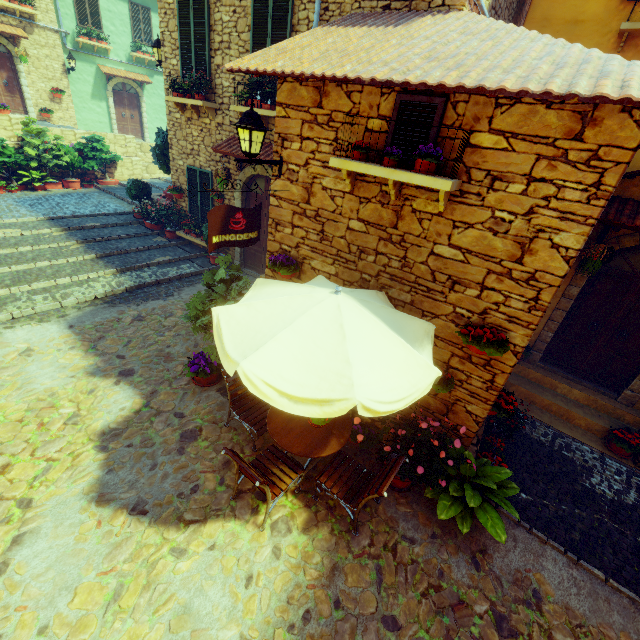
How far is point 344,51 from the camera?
4.2 meters

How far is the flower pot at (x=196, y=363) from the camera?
5.77m

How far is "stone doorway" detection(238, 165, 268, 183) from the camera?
8.29m

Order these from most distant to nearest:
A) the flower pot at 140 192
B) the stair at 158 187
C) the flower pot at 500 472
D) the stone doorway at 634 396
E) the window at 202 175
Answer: the stair at 158 187 < the flower pot at 140 192 < the window at 202 175 < the stone doorway at 634 396 < the flower pot at 500 472

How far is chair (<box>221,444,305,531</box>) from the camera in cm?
360

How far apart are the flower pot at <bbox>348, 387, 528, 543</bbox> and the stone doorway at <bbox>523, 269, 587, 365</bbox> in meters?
3.4

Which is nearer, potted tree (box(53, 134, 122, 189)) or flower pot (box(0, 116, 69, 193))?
flower pot (box(0, 116, 69, 193))

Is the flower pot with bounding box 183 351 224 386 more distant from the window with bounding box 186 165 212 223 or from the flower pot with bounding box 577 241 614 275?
the flower pot with bounding box 577 241 614 275
